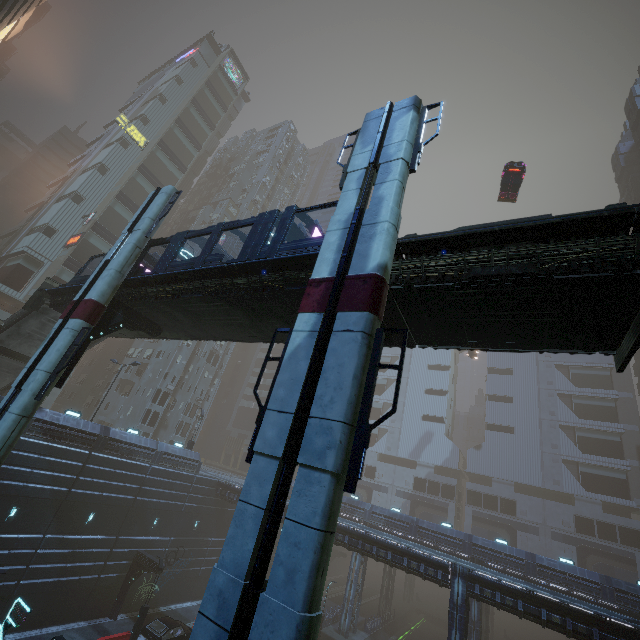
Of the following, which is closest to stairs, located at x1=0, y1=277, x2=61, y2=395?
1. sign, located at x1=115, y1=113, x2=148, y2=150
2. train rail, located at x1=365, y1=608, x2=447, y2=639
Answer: train rail, located at x1=365, y1=608, x2=447, y2=639

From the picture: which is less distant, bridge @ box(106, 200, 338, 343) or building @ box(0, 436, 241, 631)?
bridge @ box(106, 200, 338, 343)

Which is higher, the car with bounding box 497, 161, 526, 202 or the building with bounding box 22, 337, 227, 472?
the car with bounding box 497, 161, 526, 202

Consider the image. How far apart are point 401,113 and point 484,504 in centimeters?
6748cm

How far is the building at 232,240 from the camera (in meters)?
58.47

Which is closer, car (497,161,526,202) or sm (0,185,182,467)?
sm (0,185,182,467)

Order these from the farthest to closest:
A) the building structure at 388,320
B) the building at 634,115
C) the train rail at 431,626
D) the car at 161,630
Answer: the building at 634,115 → the train rail at 431,626 → the car at 161,630 → the building structure at 388,320

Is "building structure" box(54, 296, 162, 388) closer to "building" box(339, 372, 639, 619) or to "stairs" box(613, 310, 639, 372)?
"building" box(339, 372, 639, 619)
